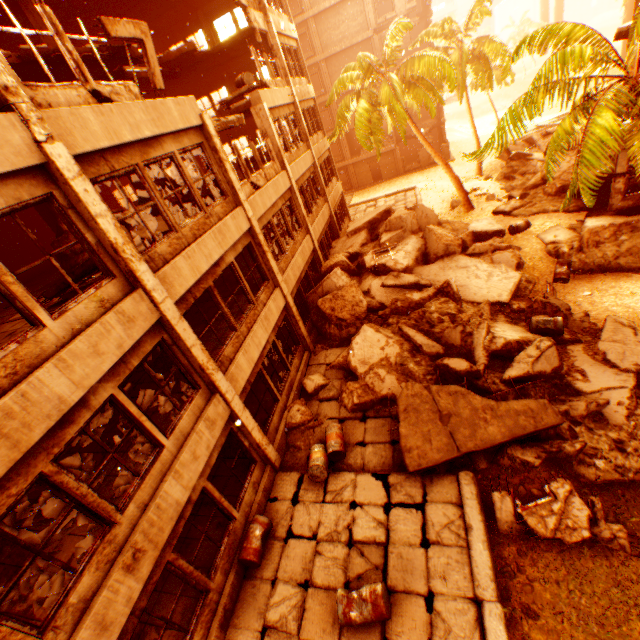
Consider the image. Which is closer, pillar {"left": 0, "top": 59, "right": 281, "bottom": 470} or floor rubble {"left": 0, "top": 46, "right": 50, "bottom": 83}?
pillar {"left": 0, "top": 59, "right": 281, "bottom": 470}

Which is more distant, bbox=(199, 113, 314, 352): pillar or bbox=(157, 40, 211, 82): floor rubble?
bbox=(157, 40, 211, 82): floor rubble

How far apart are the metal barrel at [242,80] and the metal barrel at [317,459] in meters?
13.7

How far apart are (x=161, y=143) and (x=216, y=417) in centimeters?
652cm

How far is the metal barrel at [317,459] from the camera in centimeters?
846cm

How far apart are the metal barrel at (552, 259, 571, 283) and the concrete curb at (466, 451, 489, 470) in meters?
7.8 m

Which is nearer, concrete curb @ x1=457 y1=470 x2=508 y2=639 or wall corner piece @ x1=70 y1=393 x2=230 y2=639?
wall corner piece @ x1=70 y1=393 x2=230 y2=639

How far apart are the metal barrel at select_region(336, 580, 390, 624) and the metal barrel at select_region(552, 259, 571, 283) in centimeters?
1248cm
